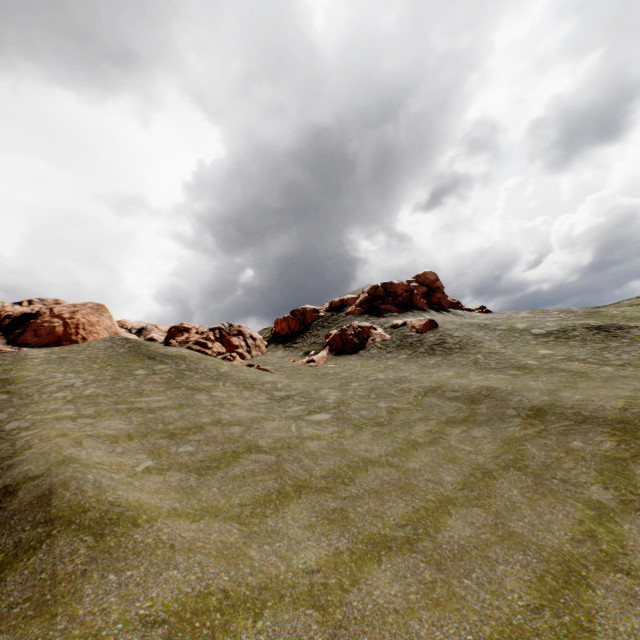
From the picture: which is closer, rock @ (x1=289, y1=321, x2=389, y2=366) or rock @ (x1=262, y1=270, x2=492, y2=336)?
rock @ (x1=289, y1=321, x2=389, y2=366)

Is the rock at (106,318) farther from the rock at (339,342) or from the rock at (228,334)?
the rock at (339,342)

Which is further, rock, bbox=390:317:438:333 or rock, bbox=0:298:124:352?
rock, bbox=390:317:438:333

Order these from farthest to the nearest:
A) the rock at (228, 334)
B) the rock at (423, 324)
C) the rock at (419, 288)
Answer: the rock at (419, 288), the rock at (423, 324), the rock at (228, 334)

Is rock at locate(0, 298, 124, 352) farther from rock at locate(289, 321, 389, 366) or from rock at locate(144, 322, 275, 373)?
rock at locate(289, 321, 389, 366)

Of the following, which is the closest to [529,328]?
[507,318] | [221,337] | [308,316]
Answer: [507,318]

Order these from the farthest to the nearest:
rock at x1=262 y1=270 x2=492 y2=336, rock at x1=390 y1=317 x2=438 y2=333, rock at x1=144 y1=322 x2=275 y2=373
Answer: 1. rock at x1=262 y1=270 x2=492 y2=336
2. rock at x1=390 y1=317 x2=438 y2=333
3. rock at x1=144 y1=322 x2=275 y2=373
